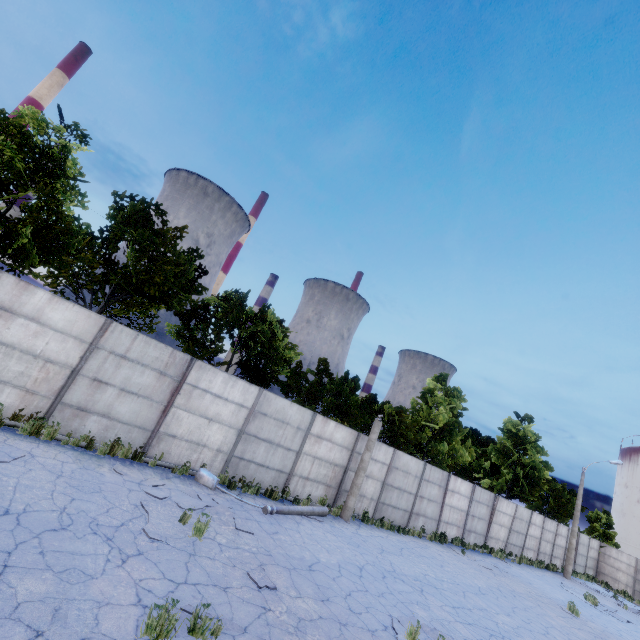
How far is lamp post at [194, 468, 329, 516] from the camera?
10.7m

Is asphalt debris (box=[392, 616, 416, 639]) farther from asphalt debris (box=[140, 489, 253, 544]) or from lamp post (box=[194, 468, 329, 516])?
lamp post (box=[194, 468, 329, 516])

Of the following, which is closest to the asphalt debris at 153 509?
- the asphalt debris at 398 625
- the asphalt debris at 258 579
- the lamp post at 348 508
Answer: the asphalt debris at 258 579

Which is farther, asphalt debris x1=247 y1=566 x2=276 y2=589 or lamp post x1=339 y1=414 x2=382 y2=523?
lamp post x1=339 y1=414 x2=382 y2=523

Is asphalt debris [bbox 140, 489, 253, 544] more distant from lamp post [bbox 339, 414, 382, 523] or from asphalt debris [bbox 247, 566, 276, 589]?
lamp post [bbox 339, 414, 382, 523]

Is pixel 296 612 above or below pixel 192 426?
below

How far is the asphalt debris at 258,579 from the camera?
6.67m

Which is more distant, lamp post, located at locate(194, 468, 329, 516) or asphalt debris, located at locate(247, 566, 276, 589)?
lamp post, located at locate(194, 468, 329, 516)
